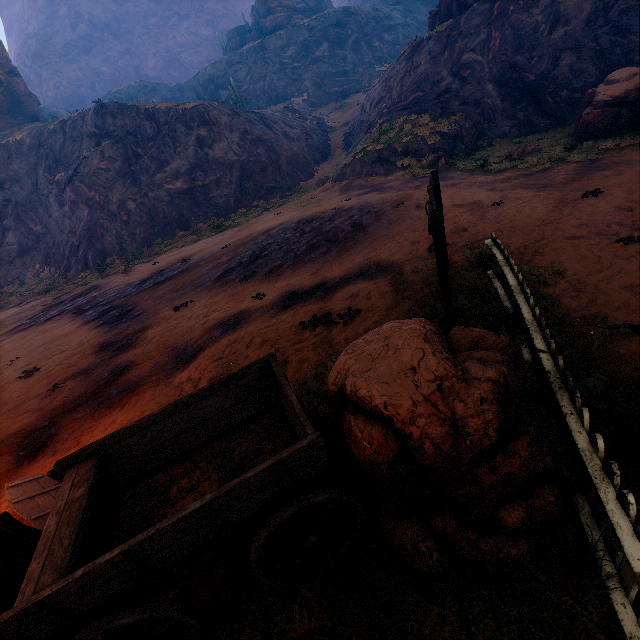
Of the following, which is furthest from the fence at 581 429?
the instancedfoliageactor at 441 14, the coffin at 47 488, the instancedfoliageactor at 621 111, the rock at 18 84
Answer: the rock at 18 84

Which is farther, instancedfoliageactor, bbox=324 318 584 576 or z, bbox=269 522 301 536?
z, bbox=269 522 301 536

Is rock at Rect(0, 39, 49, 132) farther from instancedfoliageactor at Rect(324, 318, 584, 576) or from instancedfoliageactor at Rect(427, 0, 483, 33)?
instancedfoliageactor at Rect(324, 318, 584, 576)

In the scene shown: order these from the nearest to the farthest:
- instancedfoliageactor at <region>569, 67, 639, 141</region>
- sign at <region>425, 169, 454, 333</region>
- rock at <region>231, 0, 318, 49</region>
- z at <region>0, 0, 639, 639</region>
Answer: z at <region>0, 0, 639, 639</region>, sign at <region>425, 169, 454, 333</region>, instancedfoliageactor at <region>569, 67, 639, 141</region>, rock at <region>231, 0, 318, 49</region>

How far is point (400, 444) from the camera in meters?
2.8 m

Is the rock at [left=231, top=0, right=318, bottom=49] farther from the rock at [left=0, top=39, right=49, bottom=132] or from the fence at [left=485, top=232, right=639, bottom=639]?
the rock at [left=0, top=39, right=49, bottom=132]

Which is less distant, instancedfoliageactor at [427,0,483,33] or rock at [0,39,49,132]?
instancedfoliageactor at [427,0,483,33]

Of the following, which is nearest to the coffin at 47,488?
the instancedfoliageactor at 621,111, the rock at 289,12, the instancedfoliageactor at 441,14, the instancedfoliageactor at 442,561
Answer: the instancedfoliageactor at 442,561
